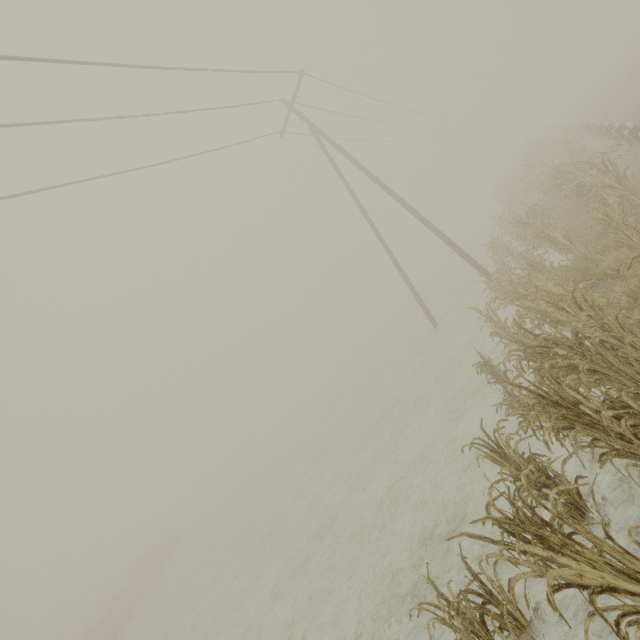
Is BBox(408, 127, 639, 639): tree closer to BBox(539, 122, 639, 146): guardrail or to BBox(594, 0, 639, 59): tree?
BBox(539, 122, 639, 146): guardrail

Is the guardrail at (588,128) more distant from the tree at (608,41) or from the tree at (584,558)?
the tree at (584,558)

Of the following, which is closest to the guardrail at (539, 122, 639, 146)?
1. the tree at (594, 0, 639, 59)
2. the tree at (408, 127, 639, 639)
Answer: the tree at (594, 0, 639, 59)

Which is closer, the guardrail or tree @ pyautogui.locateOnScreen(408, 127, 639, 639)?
tree @ pyautogui.locateOnScreen(408, 127, 639, 639)

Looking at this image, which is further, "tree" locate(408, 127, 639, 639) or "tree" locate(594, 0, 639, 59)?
"tree" locate(594, 0, 639, 59)

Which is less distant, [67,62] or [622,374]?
[622,374]
